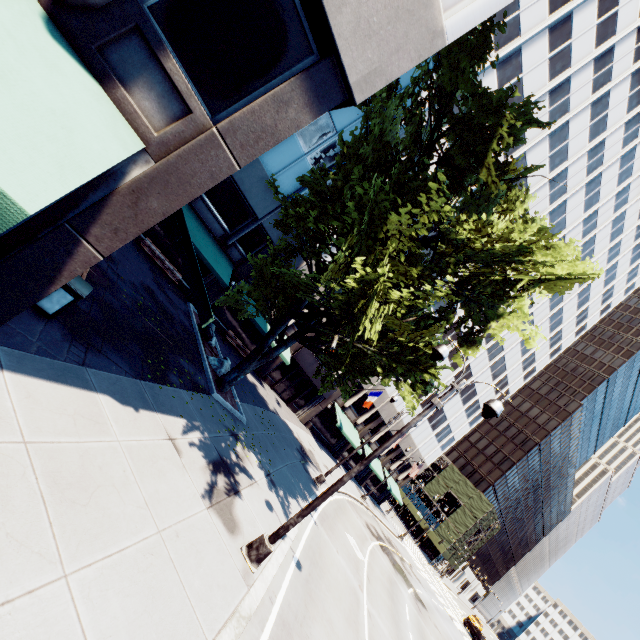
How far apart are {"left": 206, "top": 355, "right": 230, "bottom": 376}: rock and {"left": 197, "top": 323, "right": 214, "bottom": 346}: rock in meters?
1.6

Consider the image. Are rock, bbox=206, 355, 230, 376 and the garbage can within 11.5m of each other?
yes

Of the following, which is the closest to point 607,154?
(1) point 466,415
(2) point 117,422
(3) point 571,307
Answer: (3) point 571,307

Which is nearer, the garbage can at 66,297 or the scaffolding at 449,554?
the garbage can at 66,297

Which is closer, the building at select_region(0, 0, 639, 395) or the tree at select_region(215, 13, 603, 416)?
the building at select_region(0, 0, 639, 395)

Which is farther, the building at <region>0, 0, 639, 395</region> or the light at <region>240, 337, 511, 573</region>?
the light at <region>240, 337, 511, 573</region>

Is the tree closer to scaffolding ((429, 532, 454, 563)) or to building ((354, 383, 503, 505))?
building ((354, 383, 503, 505))

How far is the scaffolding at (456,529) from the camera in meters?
58.3 m
